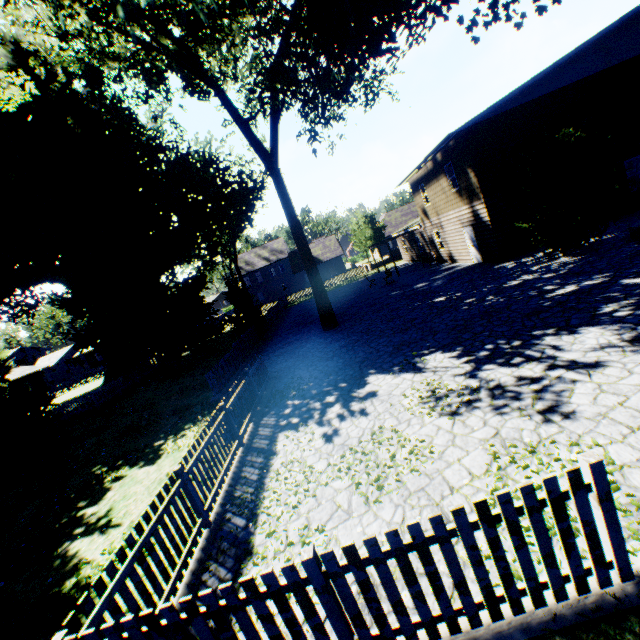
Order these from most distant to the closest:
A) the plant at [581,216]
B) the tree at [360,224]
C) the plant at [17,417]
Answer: the tree at [360,224] → the plant at [17,417] → the plant at [581,216]

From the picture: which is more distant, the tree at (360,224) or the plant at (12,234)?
the tree at (360,224)

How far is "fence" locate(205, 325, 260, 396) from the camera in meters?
13.5 m

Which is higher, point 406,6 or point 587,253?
point 406,6

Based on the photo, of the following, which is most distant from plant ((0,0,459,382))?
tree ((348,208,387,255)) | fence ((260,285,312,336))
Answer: tree ((348,208,387,255))

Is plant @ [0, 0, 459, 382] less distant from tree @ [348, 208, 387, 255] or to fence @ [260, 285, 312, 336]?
fence @ [260, 285, 312, 336]
